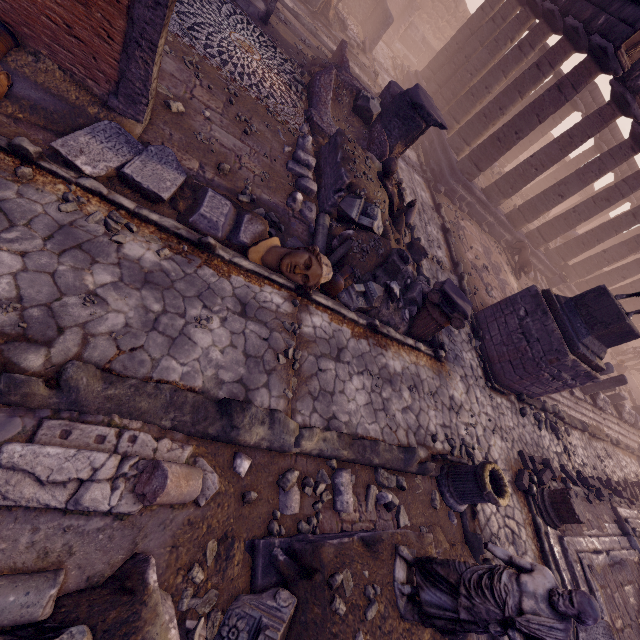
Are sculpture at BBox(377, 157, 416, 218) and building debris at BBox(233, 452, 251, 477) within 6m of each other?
no

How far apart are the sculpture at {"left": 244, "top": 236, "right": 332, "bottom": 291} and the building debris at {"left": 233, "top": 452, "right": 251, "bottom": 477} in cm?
266

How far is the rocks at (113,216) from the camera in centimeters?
403cm

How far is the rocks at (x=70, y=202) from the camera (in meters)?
3.84

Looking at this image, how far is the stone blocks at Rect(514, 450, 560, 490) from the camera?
7.4m

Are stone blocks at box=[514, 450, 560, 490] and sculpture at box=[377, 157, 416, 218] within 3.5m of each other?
no

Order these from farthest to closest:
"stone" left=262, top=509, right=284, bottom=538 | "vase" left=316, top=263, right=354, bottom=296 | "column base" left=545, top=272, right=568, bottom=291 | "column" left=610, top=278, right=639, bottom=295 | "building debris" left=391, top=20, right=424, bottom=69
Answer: "building debris" left=391, top=20, right=424, bottom=69 → "column" left=610, top=278, right=639, bottom=295 → "column base" left=545, top=272, right=568, bottom=291 → "vase" left=316, top=263, right=354, bottom=296 → "stone" left=262, top=509, right=284, bottom=538

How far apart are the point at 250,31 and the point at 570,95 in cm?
1127
